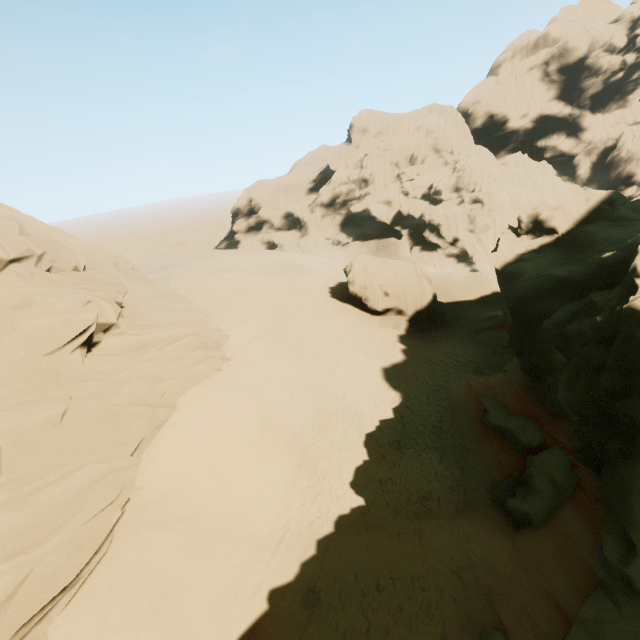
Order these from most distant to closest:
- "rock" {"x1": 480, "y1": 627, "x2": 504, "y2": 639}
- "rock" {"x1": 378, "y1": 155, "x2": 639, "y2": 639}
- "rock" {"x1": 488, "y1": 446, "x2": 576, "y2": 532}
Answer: "rock" {"x1": 488, "y1": 446, "x2": 576, "y2": 532} → "rock" {"x1": 480, "y1": 627, "x2": 504, "y2": 639} → "rock" {"x1": 378, "y1": 155, "x2": 639, "y2": 639}

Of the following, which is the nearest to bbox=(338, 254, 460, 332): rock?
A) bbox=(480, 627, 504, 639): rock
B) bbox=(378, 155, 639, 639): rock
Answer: bbox=(378, 155, 639, 639): rock

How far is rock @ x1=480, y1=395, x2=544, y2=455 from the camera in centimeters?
1502cm

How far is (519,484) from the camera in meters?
13.8

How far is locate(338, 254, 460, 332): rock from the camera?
30.5 meters

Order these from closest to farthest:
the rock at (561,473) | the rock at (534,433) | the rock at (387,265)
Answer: the rock at (561,473) → the rock at (534,433) → the rock at (387,265)

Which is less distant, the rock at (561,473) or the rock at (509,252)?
the rock at (509,252)
